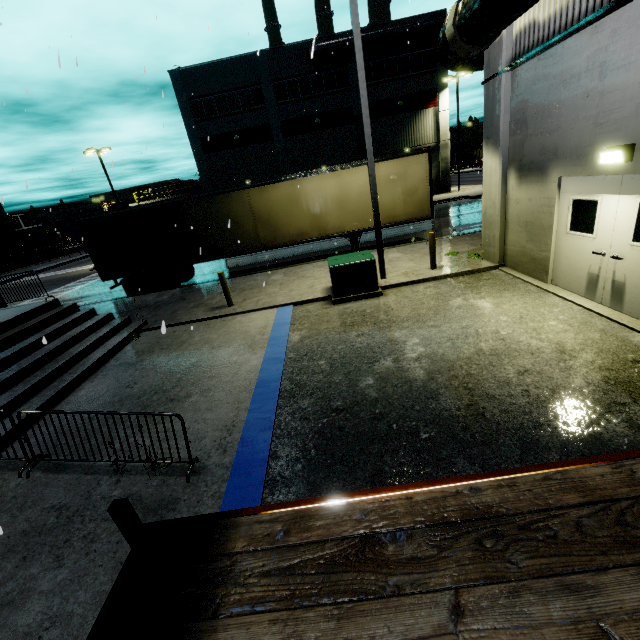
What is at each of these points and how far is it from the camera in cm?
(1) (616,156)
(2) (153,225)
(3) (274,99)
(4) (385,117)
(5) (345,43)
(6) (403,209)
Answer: (1) light, 543
(2) semi trailer, 1389
(3) building, 2980
(4) building, 3073
(5) vent duct, 2741
(6) semi trailer, 1385

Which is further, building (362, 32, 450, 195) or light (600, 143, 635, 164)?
building (362, 32, 450, 195)

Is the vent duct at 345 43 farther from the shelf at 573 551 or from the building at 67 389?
the shelf at 573 551

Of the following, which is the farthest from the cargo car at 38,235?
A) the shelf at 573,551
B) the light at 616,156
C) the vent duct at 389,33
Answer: the light at 616,156

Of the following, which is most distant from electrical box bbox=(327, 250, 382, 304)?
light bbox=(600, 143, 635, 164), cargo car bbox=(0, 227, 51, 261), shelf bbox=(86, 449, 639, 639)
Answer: cargo car bbox=(0, 227, 51, 261)

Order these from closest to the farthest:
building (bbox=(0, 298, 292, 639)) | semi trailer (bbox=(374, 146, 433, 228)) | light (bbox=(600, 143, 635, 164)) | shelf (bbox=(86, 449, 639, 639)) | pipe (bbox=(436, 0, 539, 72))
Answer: shelf (bbox=(86, 449, 639, 639)) < building (bbox=(0, 298, 292, 639)) < light (bbox=(600, 143, 635, 164)) < pipe (bbox=(436, 0, 539, 72)) < semi trailer (bbox=(374, 146, 433, 228))

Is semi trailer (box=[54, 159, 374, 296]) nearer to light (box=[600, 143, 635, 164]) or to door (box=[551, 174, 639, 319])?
door (box=[551, 174, 639, 319])

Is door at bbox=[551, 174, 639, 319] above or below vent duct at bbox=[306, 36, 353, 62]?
below
